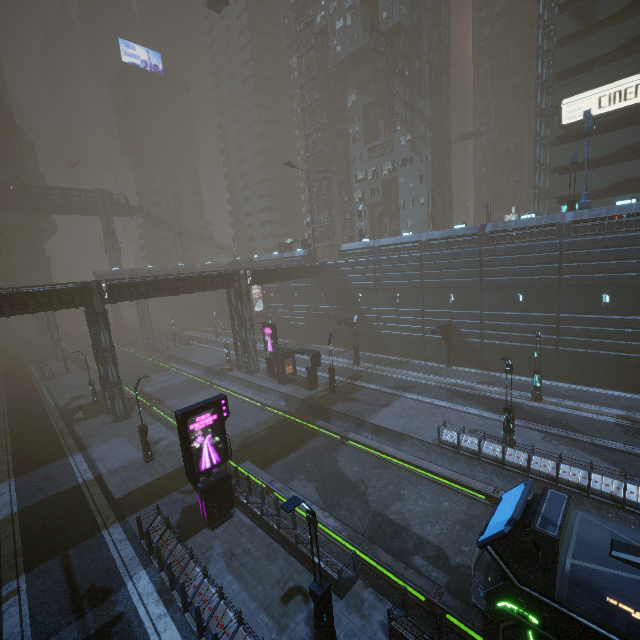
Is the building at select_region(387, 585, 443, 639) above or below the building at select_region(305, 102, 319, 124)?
below

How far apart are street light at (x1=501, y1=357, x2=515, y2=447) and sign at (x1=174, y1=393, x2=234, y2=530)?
14.83m

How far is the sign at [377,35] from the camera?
41.7 meters

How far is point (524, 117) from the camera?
56.8m

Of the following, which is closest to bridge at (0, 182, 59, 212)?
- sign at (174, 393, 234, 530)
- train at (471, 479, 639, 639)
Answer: sign at (174, 393, 234, 530)

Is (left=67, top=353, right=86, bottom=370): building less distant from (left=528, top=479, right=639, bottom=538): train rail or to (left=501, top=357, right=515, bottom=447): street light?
(left=528, top=479, right=639, bottom=538): train rail

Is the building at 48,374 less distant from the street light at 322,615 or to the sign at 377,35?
the sign at 377,35

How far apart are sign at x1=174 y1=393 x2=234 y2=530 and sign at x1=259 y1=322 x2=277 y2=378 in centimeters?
1808cm
